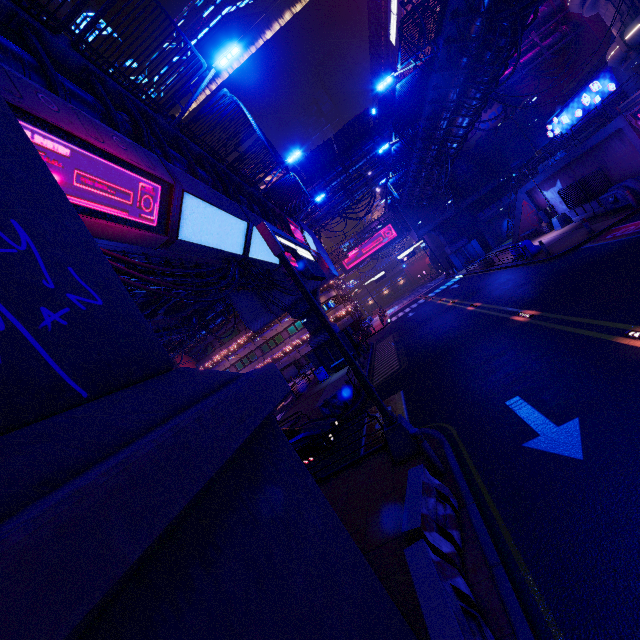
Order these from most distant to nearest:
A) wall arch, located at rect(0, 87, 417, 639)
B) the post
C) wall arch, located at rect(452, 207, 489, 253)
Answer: wall arch, located at rect(452, 207, 489, 253), the post, wall arch, located at rect(0, 87, 417, 639)

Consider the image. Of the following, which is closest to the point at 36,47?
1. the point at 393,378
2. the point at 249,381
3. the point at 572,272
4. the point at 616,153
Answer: the point at 249,381

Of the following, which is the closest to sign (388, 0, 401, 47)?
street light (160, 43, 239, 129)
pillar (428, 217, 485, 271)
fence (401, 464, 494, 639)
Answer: pillar (428, 217, 485, 271)

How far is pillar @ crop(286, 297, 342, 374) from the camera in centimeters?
2928cm

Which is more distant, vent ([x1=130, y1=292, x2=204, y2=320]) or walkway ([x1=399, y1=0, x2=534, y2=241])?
vent ([x1=130, y1=292, x2=204, y2=320])

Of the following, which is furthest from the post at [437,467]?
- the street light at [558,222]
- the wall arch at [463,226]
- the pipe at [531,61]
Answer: the wall arch at [463,226]

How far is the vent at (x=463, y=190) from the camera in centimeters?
4353cm

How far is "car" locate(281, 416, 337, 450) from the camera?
11.73m
